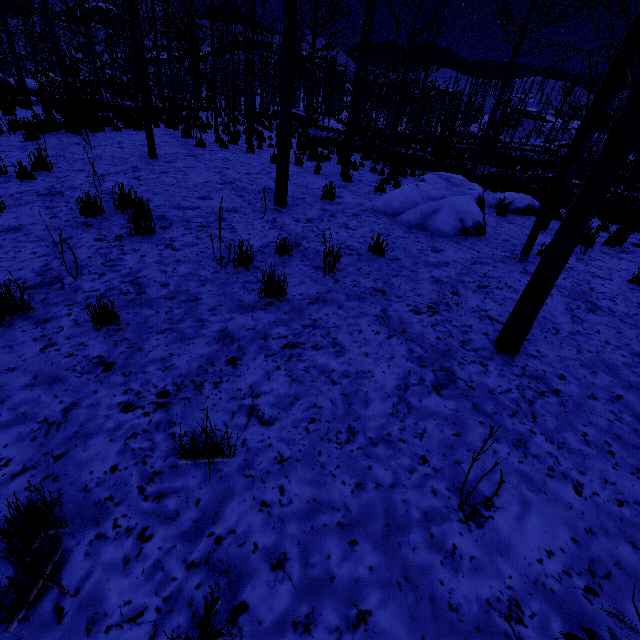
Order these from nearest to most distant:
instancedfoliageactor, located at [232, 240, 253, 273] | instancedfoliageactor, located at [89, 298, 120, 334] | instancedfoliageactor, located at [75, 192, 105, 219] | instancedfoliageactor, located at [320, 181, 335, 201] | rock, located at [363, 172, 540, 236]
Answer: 1. instancedfoliageactor, located at [89, 298, 120, 334]
2. instancedfoliageactor, located at [232, 240, 253, 273]
3. instancedfoliageactor, located at [75, 192, 105, 219]
4. rock, located at [363, 172, 540, 236]
5. instancedfoliageactor, located at [320, 181, 335, 201]

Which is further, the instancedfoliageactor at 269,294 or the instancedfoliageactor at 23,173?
the instancedfoliageactor at 23,173

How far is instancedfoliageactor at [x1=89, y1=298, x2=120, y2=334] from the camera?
2.9m

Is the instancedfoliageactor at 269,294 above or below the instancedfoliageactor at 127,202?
below

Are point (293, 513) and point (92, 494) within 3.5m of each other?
yes
